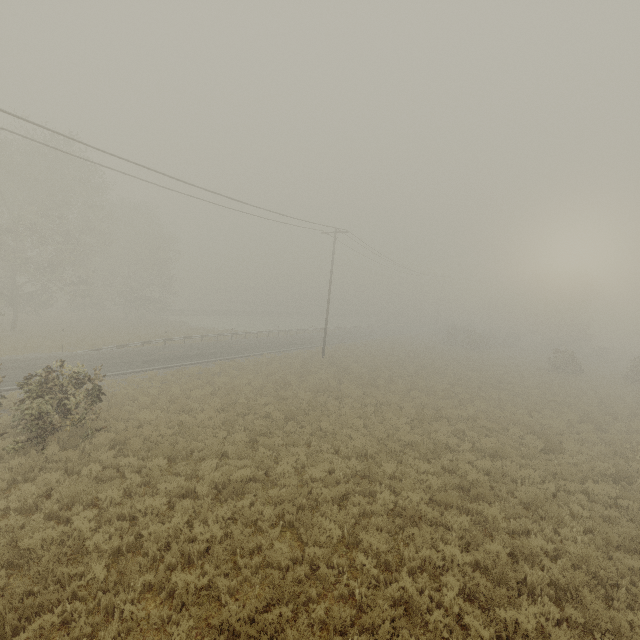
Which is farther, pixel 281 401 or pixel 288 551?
pixel 281 401
